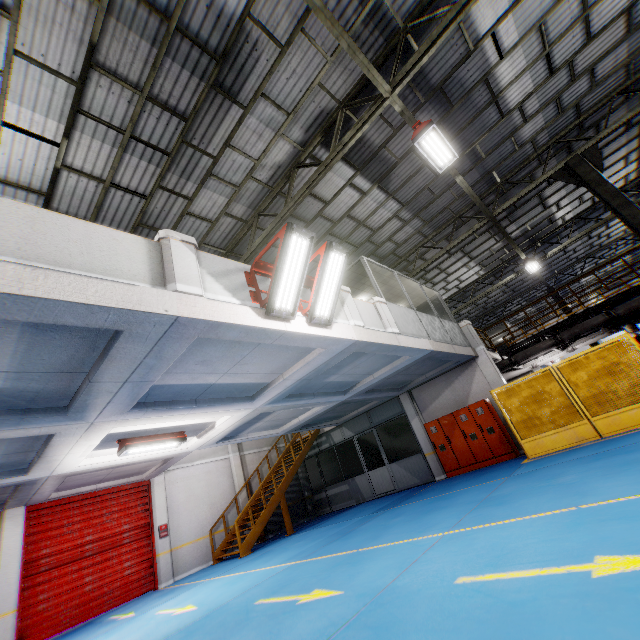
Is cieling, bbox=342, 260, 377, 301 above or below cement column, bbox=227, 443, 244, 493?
above

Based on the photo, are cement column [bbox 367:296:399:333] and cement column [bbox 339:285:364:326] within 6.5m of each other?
yes

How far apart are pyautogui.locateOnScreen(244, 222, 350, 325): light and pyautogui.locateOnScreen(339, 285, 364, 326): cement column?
1.7m

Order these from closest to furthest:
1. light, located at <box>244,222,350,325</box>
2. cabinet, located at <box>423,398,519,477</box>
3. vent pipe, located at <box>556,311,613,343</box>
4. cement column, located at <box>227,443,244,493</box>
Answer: light, located at <box>244,222,350,325</box> < cabinet, located at <box>423,398,519,477</box> < vent pipe, located at <box>556,311,613,343</box> < cement column, located at <box>227,443,244,493</box>

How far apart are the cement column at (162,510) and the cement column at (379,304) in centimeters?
1135cm

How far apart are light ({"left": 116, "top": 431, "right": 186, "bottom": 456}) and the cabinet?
9.59m

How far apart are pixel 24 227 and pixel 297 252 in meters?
3.5

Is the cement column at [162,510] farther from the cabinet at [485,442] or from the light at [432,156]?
the light at [432,156]
